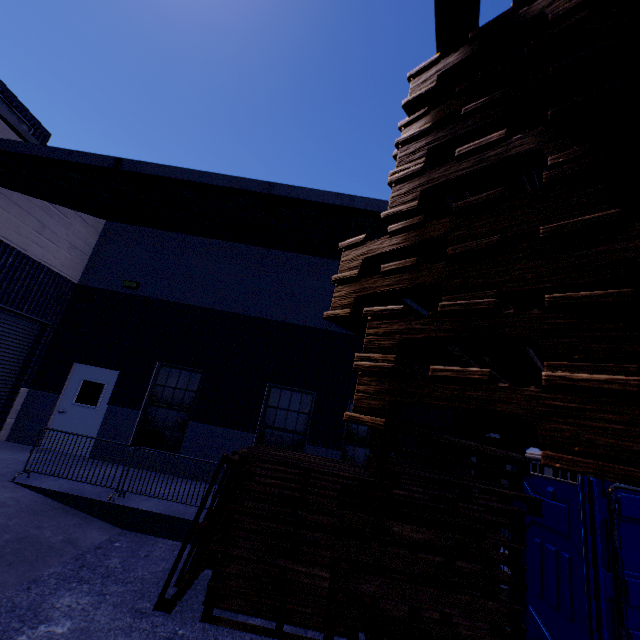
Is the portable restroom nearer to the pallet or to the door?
the pallet

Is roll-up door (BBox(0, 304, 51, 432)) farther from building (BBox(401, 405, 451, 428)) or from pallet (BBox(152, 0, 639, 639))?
pallet (BBox(152, 0, 639, 639))

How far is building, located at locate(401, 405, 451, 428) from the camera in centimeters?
944cm

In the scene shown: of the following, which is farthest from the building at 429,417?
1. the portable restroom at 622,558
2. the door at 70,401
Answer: the portable restroom at 622,558

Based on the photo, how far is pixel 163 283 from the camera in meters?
10.7

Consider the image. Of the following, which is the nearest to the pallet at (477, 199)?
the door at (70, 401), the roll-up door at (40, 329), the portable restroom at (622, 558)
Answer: the portable restroom at (622, 558)

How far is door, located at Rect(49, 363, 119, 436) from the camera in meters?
9.4
